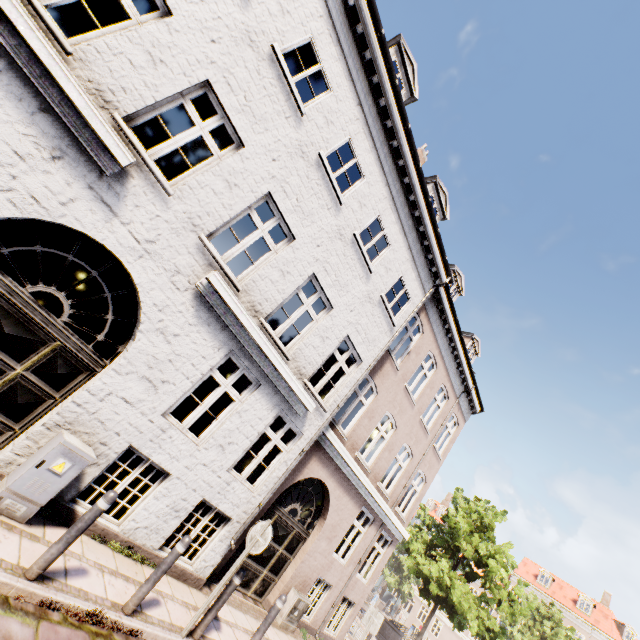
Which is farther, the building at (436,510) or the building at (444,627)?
the building at (436,510)

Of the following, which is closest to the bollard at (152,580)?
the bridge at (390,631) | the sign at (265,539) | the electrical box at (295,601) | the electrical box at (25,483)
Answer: the sign at (265,539)

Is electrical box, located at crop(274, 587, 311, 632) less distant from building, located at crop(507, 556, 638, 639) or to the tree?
the tree

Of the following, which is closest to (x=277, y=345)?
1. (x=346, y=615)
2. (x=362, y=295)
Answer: (x=362, y=295)

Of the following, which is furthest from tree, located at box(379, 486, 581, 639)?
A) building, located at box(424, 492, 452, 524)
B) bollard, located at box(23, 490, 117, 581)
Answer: bollard, located at box(23, 490, 117, 581)

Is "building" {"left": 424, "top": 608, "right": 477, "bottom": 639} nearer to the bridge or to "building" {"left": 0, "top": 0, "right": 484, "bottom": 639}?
the bridge

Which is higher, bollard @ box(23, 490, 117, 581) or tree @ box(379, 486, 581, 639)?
tree @ box(379, 486, 581, 639)

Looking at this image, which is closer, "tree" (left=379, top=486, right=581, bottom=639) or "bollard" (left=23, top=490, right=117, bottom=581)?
"bollard" (left=23, top=490, right=117, bottom=581)
